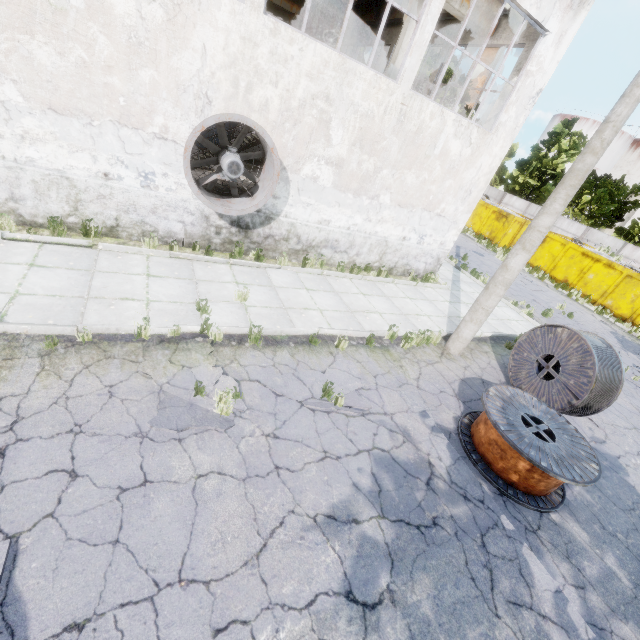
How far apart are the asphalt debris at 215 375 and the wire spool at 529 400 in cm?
406

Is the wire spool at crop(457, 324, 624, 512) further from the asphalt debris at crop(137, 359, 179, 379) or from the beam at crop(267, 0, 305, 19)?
the beam at crop(267, 0, 305, 19)

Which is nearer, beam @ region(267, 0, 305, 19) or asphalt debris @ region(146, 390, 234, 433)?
asphalt debris @ region(146, 390, 234, 433)

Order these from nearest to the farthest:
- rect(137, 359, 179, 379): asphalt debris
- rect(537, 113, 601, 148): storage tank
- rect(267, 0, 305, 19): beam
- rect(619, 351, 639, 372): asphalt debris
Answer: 1. rect(137, 359, 179, 379): asphalt debris
2. rect(619, 351, 639, 372): asphalt debris
3. rect(267, 0, 305, 19): beam
4. rect(537, 113, 601, 148): storage tank

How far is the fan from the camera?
6.9m

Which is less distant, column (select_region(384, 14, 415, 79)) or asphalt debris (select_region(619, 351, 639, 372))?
column (select_region(384, 14, 415, 79))

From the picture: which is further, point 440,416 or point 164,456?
point 440,416

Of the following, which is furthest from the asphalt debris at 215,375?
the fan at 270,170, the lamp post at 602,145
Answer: the lamp post at 602,145
